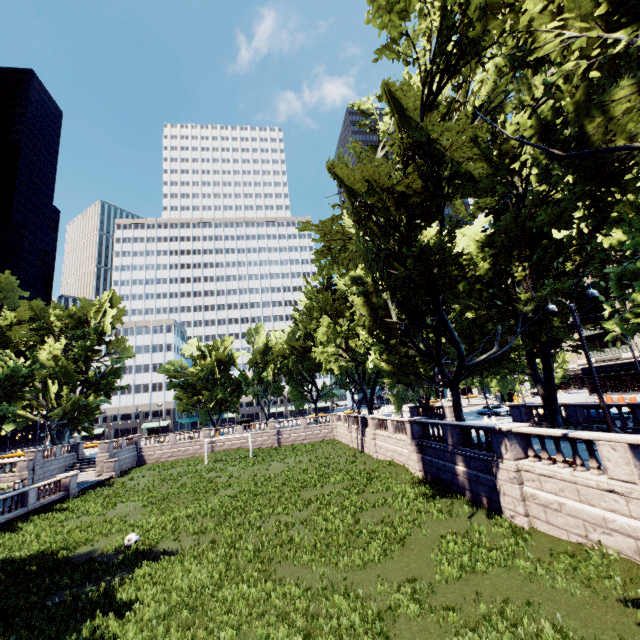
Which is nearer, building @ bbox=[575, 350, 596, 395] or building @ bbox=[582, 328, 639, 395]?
building @ bbox=[582, 328, 639, 395]

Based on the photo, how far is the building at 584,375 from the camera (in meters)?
54.44

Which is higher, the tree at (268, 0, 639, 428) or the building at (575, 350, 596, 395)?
the tree at (268, 0, 639, 428)

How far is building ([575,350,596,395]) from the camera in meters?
54.4

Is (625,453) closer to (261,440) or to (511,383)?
(511,383)

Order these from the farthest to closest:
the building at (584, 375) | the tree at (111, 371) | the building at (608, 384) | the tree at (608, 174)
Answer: the building at (584, 375) < the building at (608, 384) < the tree at (111, 371) < the tree at (608, 174)

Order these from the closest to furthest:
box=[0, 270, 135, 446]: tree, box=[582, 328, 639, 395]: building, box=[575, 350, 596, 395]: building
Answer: box=[0, 270, 135, 446]: tree < box=[582, 328, 639, 395]: building < box=[575, 350, 596, 395]: building

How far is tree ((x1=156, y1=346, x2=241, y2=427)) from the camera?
54.5 meters
